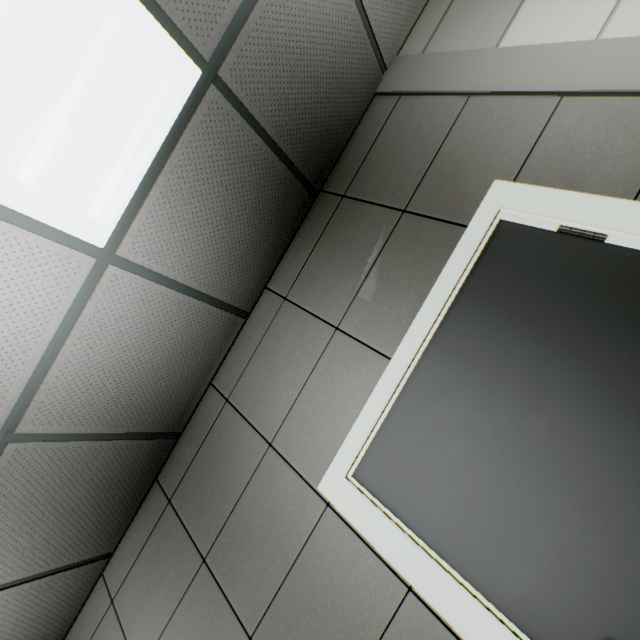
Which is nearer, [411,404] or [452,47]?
[411,404]
